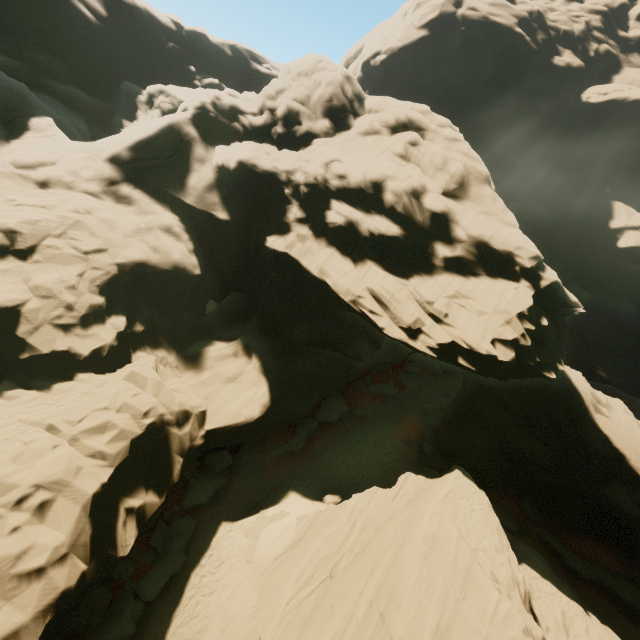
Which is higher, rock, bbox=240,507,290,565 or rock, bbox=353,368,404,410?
rock, bbox=353,368,404,410

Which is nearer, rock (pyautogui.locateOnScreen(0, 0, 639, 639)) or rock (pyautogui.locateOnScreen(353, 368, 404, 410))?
rock (pyautogui.locateOnScreen(0, 0, 639, 639))

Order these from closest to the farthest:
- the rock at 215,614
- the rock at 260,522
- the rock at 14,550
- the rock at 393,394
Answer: the rock at 14,550, the rock at 215,614, the rock at 260,522, the rock at 393,394

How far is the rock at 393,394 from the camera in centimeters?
3488cm

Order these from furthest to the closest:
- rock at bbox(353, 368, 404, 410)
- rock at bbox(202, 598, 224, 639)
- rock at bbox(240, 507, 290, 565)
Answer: rock at bbox(353, 368, 404, 410), rock at bbox(240, 507, 290, 565), rock at bbox(202, 598, 224, 639)

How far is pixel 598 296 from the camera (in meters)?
47.12
